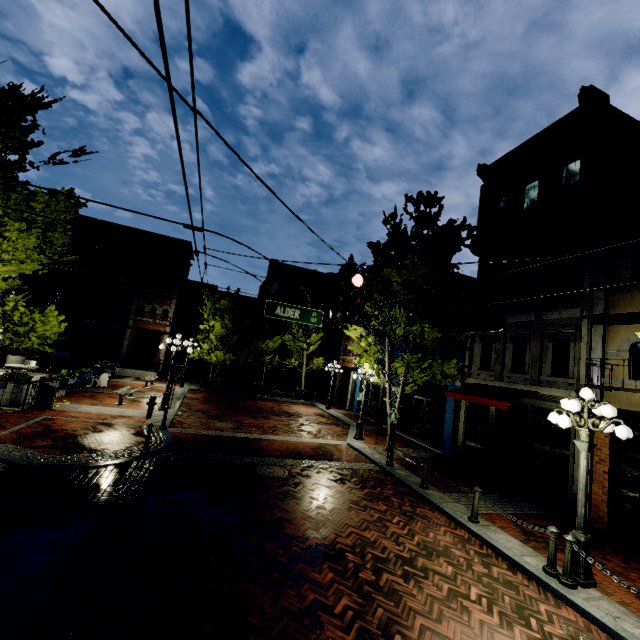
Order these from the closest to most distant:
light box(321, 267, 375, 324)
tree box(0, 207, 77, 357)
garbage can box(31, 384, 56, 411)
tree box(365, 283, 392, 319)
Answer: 1. light box(321, 267, 375, 324)
2. tree box(0, 207, 77, 357)
3. garbage can box(31, 384, 56, 411)
4. tree box(365, 283, 392, 319)

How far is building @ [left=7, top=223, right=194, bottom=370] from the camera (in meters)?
24.08

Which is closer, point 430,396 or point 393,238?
point 393,238

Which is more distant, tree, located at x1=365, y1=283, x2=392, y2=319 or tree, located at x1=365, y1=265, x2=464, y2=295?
tree, located at x1=365, y1=283, x2=392, y2=319

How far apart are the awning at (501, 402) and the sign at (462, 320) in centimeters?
564cm

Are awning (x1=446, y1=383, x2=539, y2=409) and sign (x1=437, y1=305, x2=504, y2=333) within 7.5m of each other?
yes

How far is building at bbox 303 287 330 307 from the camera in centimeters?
3681cm

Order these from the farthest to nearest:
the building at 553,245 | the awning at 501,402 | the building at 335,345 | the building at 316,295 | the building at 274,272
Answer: the building at 316,295
the building at 274,272
the building at 335,345
the awning at 501,402
the building at 553,245
